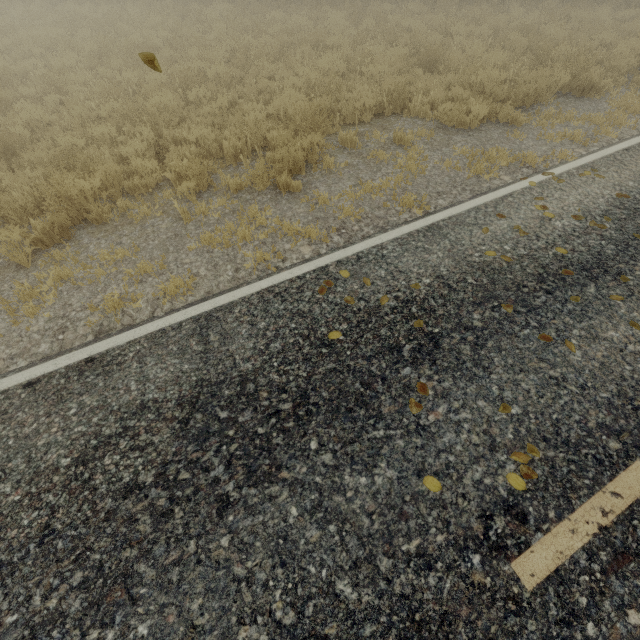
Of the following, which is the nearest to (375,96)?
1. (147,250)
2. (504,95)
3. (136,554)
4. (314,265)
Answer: (504,95)
